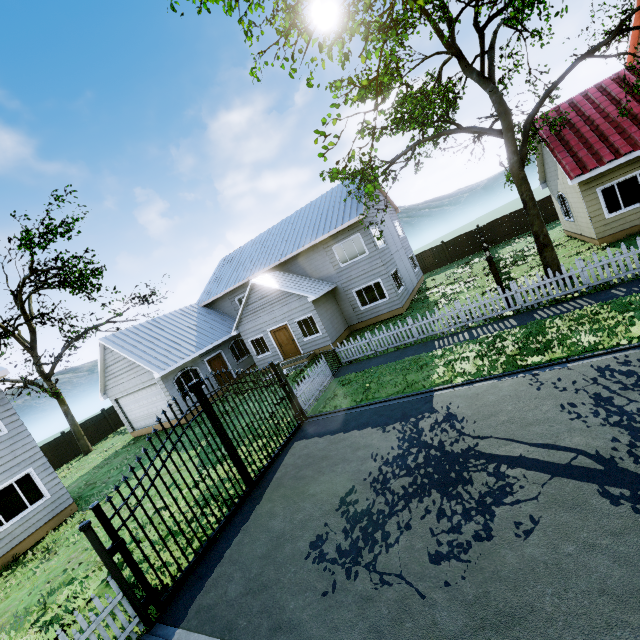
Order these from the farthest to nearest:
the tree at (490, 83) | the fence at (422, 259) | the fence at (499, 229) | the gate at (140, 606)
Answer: the fence at (422, 259), the fence at (499, 229), the tree at (490, 83), the gate at (140, 606)

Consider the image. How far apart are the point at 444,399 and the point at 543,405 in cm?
247

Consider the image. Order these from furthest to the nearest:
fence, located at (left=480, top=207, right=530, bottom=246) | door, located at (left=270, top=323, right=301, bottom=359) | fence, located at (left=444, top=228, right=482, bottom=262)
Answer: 1. fence, located at (left=444, top=228, right=482, bottom=262)
2. fence, located at (left=480, top=207, right=530, bottom=246)
3. door, located at (left=270, top=323, right=301, bottom=359)

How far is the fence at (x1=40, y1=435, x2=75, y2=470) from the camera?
Answer: 23.4 meters

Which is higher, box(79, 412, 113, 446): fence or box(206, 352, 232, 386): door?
box(206, 352, 232, 386): door

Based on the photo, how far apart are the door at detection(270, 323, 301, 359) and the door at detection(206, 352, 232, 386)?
4.4m

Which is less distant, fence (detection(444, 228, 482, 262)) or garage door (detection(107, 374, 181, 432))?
garage door (detection(107, 374, 181, 432))

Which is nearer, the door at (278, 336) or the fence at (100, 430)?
the door at (278, 336)
